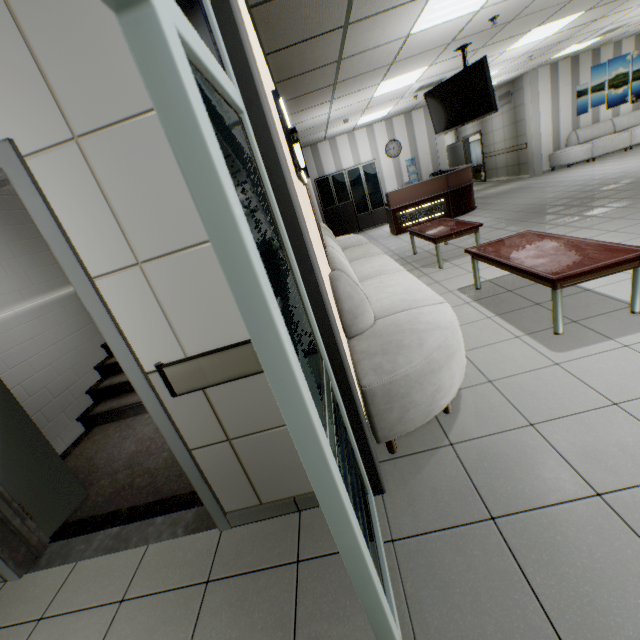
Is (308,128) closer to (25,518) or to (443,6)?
(443,6)

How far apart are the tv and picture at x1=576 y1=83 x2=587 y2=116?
8.1m

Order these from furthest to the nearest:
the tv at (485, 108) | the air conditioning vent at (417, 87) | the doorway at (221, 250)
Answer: the air conditioning vent at (417, 87) → the tv at (485, 108) → the doorway at (221, 250)

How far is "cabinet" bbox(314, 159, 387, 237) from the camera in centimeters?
1101cm

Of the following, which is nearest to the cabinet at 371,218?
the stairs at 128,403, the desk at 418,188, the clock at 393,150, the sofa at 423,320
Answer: the clock at 393,150

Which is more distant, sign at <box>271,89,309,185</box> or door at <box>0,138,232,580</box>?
sign at <box>271,89,309,185</box>

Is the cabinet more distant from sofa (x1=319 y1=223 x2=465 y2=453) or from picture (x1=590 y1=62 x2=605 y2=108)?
picture (x1=590 y1=62 x2=605 y2=108)

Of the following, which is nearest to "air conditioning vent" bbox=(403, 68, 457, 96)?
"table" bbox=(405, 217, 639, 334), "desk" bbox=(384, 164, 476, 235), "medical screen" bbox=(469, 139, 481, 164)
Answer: "desk" bbox=(384, 164, 476, 235)
